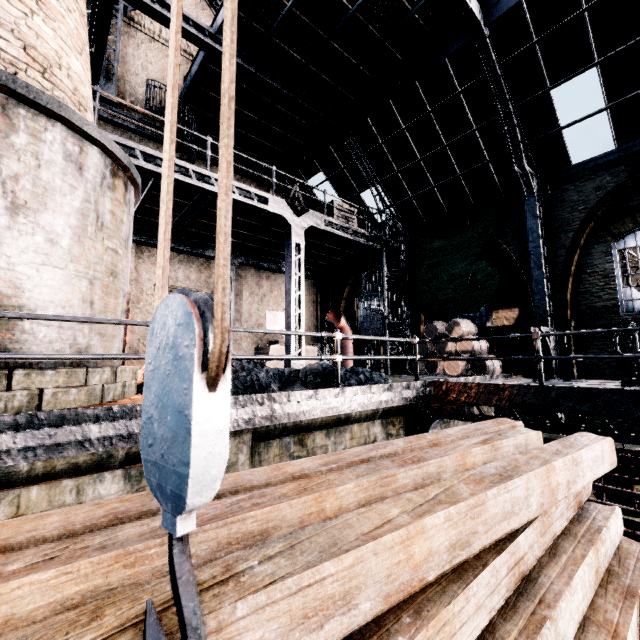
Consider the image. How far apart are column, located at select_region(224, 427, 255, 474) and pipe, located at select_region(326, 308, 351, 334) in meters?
11.6

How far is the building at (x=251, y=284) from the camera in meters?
17.5 m

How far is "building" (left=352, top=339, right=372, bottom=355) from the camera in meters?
18.8 m

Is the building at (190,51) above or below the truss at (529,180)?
above

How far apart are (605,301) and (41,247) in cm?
1511

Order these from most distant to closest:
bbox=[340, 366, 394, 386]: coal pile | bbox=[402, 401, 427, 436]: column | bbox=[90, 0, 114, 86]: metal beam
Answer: bbox=[90, 0, 114, 86]: metal beam
bbox=[402, 401, 427, 436]: column
bbox=[340, 366, 394, 386]: coal pile

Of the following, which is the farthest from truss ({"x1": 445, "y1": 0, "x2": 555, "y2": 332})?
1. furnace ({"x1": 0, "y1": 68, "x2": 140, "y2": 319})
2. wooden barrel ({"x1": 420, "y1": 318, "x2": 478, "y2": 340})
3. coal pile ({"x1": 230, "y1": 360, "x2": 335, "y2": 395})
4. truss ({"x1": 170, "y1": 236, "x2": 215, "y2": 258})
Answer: truss ({"x1": 170, "y1": 236, "x2": 215, "y2": 258})
